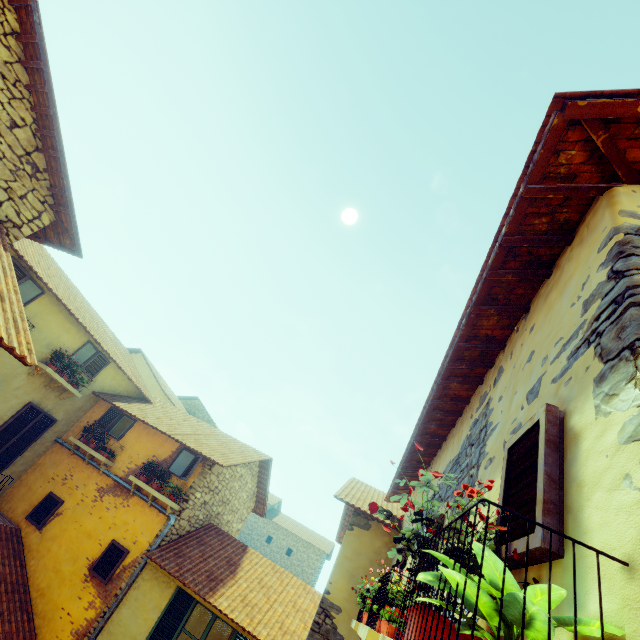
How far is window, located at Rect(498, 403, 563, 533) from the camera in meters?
1.4 m

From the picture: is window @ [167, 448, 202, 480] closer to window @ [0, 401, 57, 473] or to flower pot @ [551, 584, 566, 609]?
flower pot @ [551, 584, 566, 609]

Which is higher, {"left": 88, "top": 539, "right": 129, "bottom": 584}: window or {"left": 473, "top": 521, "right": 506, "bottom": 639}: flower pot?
{"left": 473, "top": 521, "right": 506, "bottom": 639}: flower pot

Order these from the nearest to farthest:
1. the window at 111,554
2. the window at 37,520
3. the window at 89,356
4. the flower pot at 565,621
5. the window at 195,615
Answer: the flower pot at 565,621, the window at 195,615, the window at 111,554, the window at 37,520, the window at 89,356

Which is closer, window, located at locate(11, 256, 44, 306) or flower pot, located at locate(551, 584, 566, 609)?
flower pot, located at locate(551, 584, 566, 609)

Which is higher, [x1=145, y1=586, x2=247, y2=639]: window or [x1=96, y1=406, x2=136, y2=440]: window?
[x1=96, y1=406, x2=136, y2=440]: window

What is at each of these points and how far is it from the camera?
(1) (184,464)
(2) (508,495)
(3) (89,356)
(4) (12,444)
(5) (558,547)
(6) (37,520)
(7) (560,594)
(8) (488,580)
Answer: (1) window, 9.11m
(2) window, 1.87m
(3) window, 9.83m
(4) window, 8.55m
(5) window, 1.30m
(6) window, 8.28m
(7) flower pot, 1.06m
(8) flower pot, 1.14m

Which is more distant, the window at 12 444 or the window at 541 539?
the window at 12 444
